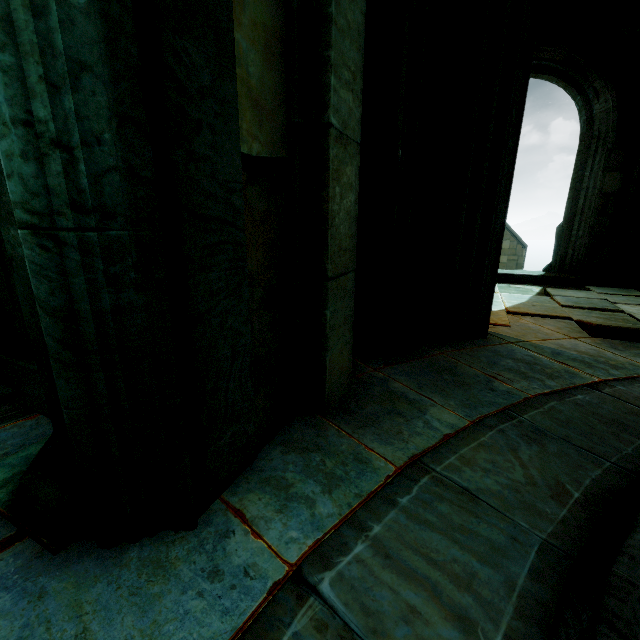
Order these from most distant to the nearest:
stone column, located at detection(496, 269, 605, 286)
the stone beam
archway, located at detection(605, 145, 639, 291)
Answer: stone column, located at detection(496, 269, 605, 286) → archway, located at detection(605, 145, 639, 291) → the stone beam

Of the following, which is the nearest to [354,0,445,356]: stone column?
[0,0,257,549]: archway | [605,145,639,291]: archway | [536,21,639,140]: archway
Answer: [605,145,639,291]: archway

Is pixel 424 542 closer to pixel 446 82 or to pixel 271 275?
pixel 271 275

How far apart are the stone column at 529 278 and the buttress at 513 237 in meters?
19.0 m

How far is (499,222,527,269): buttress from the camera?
24.0m

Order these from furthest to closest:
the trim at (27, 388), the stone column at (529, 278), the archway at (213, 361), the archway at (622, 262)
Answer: the stone column at (529, 278)
the archway at (622, 262)
the trim at (27, 388)
the archway at (213, 361)

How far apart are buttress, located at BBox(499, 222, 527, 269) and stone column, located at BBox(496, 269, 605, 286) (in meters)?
18.99

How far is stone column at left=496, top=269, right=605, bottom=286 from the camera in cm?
704
